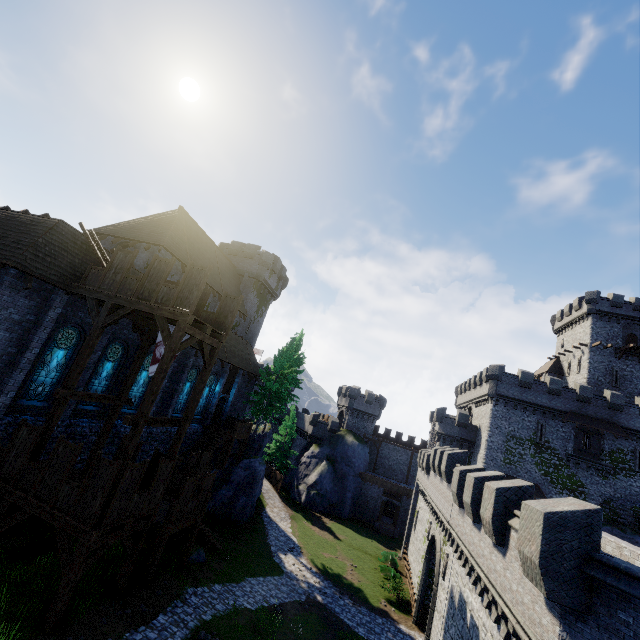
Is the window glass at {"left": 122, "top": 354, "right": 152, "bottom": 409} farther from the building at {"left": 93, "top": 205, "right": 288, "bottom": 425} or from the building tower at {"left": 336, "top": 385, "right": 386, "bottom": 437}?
the building tower at {"left": 336, "top": 385, "right": 386, "bottom": 437}

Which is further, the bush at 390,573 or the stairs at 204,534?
the bush at 390,573

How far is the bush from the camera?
25.5m

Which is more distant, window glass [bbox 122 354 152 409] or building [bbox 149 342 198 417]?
building [bbox 149 342 198 417]

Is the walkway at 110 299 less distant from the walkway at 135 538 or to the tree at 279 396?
the walkway at 135 538

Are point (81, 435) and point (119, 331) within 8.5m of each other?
yes

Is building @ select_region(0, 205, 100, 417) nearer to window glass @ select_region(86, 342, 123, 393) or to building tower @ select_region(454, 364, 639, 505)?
window glass @ select_region(86, 342, 123, 393)

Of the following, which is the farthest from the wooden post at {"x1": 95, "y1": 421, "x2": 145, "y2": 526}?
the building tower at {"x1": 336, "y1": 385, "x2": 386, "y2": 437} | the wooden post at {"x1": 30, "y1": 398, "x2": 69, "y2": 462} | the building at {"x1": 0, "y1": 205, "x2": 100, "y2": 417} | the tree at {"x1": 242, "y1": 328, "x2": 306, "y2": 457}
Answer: the building tower at {"x1": 336, "y1": 385, "x2": 386, "y2": 437}
